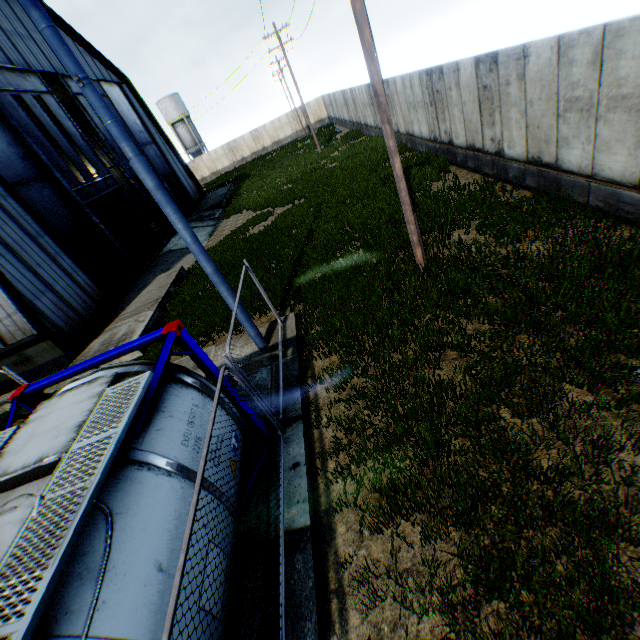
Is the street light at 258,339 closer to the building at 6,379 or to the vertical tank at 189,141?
the building at 6,379

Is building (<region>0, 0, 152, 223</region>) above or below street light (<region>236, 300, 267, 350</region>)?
above

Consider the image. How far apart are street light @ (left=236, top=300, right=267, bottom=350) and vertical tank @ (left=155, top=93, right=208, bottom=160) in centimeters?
5636cm

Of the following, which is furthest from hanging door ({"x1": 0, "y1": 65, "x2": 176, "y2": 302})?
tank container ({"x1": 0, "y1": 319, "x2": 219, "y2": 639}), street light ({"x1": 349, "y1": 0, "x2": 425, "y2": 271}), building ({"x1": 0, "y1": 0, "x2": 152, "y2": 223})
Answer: street light ({"x1": 349, "y1": 0, "x2": 425, "y2": 271})

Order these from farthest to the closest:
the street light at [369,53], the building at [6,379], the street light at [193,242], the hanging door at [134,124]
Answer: the hanging door at [134,124] → the building at [6,379] → the street light at [369,53] → the street light at [193,242]

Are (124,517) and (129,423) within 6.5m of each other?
yes

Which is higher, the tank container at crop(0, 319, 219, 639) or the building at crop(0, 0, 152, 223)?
the building at crop(0, 0, 152, 223)

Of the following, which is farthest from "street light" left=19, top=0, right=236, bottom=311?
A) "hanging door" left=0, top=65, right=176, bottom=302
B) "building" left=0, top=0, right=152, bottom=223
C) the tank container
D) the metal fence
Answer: "hanging door" left=0, top=65, right=176, bottom=302
